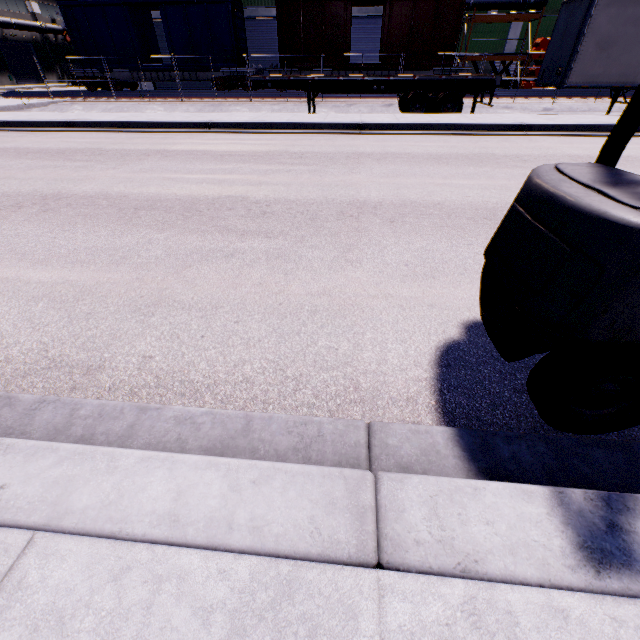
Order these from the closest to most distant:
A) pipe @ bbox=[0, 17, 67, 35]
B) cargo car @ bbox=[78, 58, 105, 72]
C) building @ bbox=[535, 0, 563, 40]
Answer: cargo car @ bbox=[78, 58, 105, 72]
building @ bbox=[535, 0, 563, 40]
pipe @ bbox=[0, 17, 67, 35]

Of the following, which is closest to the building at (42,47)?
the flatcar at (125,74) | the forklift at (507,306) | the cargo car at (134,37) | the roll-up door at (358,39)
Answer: the roll-up door at (358,39)

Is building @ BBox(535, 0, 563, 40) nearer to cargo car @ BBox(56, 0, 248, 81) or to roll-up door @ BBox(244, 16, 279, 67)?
roll-up door @ BBox(244, 16, 279, 67)

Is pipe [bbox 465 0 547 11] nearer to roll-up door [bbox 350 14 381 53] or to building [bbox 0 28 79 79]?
building [bbox 0 28 79 79]

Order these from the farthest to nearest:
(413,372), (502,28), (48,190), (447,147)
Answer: (502,28), (447,147), (48,190), (413,372)

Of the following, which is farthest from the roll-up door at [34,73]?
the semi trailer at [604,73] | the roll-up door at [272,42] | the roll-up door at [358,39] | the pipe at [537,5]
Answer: the semi trailer at [604,73]

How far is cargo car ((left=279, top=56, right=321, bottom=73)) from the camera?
20.6m

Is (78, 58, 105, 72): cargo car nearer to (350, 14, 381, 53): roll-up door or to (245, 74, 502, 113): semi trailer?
(245, 74, 502, 113): semi trailer
